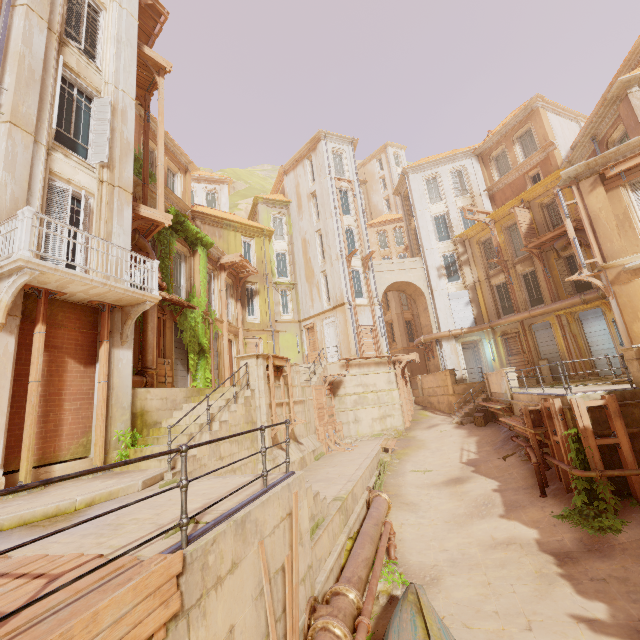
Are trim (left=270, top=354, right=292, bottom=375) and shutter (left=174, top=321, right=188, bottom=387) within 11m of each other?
yes

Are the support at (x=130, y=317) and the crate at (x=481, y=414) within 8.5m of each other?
no

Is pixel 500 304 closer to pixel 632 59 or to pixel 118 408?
pixel 632 59

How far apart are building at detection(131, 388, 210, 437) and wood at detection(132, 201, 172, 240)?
5.9 meters

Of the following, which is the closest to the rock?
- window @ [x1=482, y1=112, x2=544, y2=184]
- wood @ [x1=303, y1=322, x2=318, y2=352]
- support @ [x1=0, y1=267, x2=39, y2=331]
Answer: wood @ [x1=303, y1=322, x2=318, y2=352]

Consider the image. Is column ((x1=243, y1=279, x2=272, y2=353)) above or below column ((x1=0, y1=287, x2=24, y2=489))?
above

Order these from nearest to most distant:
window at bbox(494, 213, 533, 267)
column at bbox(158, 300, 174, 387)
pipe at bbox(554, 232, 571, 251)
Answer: column at bbox(158, 300, 174, 387), pipe at bbox(554, 232, 571, 251), window at bbox(494, 213, 533, 267)

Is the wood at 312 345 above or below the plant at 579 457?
above
